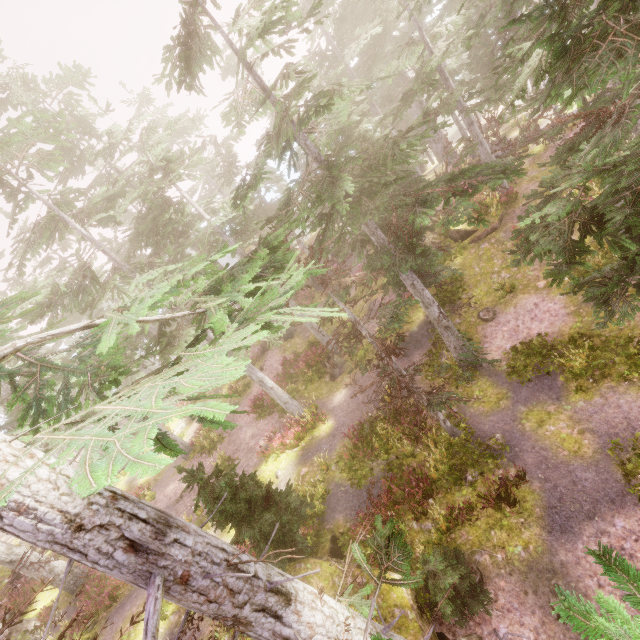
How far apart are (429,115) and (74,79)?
19.6m

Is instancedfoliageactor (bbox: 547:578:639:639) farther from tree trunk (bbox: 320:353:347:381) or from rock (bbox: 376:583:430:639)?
tree trunk (bbox: 320:353:347:381)

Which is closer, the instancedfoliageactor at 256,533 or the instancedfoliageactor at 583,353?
the instancedfoliageactor at 256,533

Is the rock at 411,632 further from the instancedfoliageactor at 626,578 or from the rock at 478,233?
the rock at 478,233

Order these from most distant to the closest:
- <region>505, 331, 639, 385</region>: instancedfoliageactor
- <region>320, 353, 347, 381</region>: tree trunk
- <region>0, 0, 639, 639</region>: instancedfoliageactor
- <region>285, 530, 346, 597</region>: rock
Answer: <region>320, 353, 347, 381</region>: tree trunk, <region>505, 331, 639, 385</region>: instancedfoliageactor, <region>285, 530, 346, 597</region>: rock, <region>0, 0, 639, 639</region>: instancedfoliageactor

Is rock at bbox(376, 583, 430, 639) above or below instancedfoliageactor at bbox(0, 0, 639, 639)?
below
